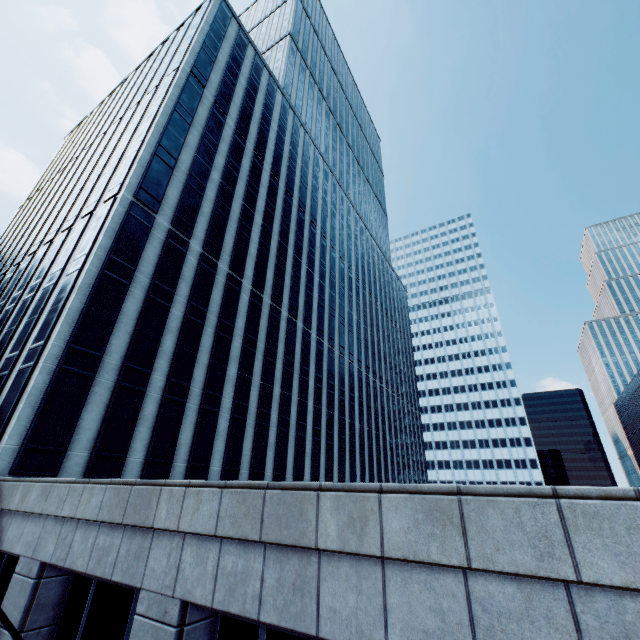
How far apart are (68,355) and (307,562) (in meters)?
16.89
